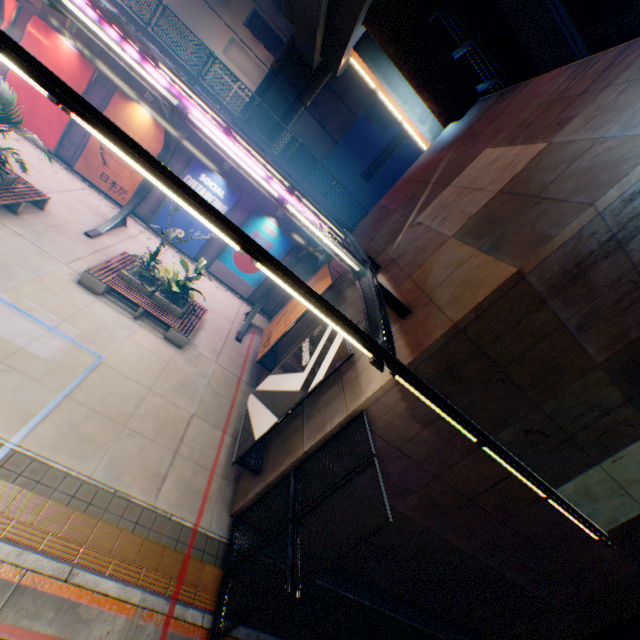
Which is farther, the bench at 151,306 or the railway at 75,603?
the bench at 151,306

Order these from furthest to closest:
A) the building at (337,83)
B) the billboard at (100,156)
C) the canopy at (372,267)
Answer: the building at (337,83), the billboard at (100,156), the canopy at (372,267)

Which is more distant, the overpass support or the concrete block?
the concrete block

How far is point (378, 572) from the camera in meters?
10.1

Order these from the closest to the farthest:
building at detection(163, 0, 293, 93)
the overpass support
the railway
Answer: the railway
the overpass support
building at detection(163, 0, 293, 93)

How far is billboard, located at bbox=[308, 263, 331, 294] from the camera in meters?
11.6 m

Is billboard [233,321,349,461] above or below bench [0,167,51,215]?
above

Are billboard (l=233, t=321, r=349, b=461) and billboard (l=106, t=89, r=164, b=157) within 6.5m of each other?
no
